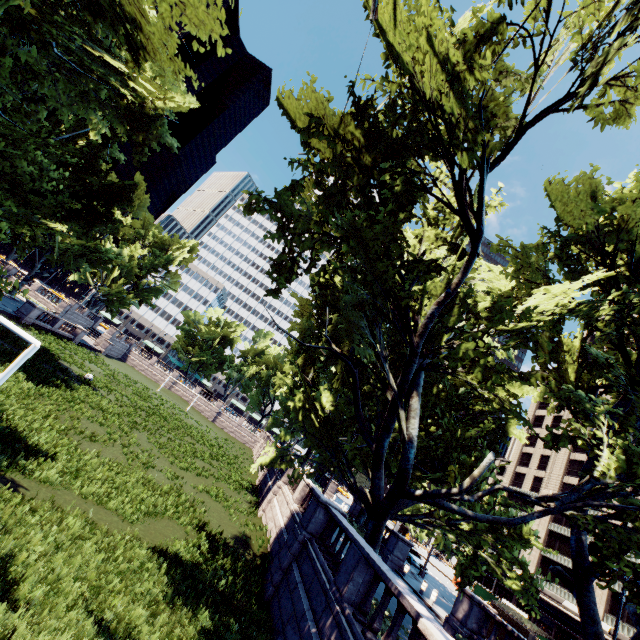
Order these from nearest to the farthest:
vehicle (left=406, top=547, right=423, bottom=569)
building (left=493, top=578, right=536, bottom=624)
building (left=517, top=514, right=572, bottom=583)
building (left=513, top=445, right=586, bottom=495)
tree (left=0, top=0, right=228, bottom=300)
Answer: tree (left=0, top=0, right=228, bottom=300), vehicle (left=406, top=547, right=423, bottom=569), building (left=493, top=578, right=536, bottom=624), building (left=517, top=514, right=572, bottom=583), building (left=513, top=445, right=586, bottom=495)

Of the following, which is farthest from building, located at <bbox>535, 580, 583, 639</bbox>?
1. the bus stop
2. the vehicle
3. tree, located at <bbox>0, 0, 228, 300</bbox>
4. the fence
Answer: the bus stop

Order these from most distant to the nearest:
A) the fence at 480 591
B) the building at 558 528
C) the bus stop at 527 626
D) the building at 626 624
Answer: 1. the building at 558 528
2. the building at 626 624
3. the fence at 480 591
4. the bus stop at 527 626

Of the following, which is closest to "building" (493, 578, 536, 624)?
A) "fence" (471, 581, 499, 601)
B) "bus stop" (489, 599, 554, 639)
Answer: "fence" (471, 581, 499, 601)

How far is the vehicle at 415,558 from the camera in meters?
31.5

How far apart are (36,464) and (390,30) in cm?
1918

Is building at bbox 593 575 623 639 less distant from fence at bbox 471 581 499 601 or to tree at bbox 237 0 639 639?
fence at bbox 471 581 499 601

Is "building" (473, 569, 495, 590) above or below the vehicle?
above
